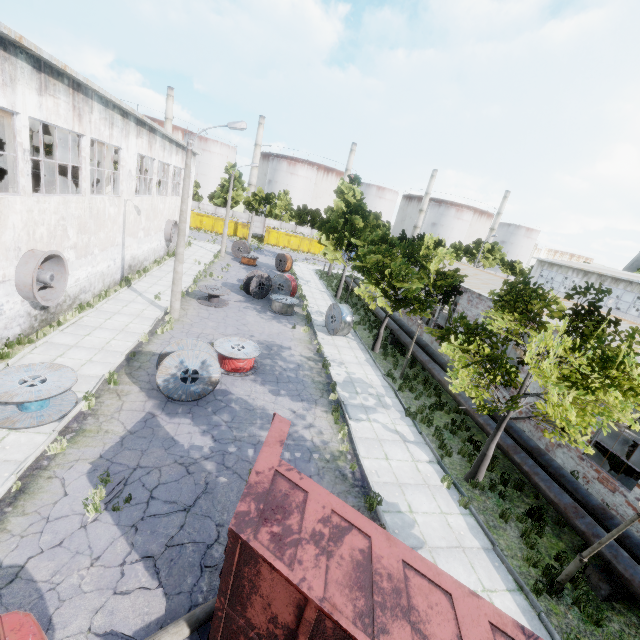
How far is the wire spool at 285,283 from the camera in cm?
2242

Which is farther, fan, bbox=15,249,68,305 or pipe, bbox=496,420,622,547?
fan, bbox=15,249,68,305

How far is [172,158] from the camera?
27.0 meters

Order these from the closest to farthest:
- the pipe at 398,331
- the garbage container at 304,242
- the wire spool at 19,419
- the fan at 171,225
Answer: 1. the wire spool at 19,419
2. the pipe at 398,331
3. the fan at 171,225
4. the garbage container at 304,242

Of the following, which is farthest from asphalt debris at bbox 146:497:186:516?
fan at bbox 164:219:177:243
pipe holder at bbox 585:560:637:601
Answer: fan at bbox 164:219:177:243

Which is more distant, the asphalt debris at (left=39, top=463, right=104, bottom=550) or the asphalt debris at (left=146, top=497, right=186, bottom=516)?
the asphalt debris at (left=146, top=497, right=186, bottom=516)

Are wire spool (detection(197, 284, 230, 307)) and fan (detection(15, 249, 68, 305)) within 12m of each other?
yes

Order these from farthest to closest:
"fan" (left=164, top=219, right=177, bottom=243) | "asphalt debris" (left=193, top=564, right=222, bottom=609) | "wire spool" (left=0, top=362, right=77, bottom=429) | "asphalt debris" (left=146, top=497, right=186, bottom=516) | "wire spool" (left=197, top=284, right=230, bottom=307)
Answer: "fan" (left=164, top=219, right=177, bottom=243) < "wire spool" (left=197, top=284, right=230, bottom=307) < "wire spool" (left=0, top=362, right=77, bottom=429) < "asphalt debris" (left=146, top=497, right=186, bottom=516) < "asphalt debris" (left=193, top=564, right=222, bottom=609)
